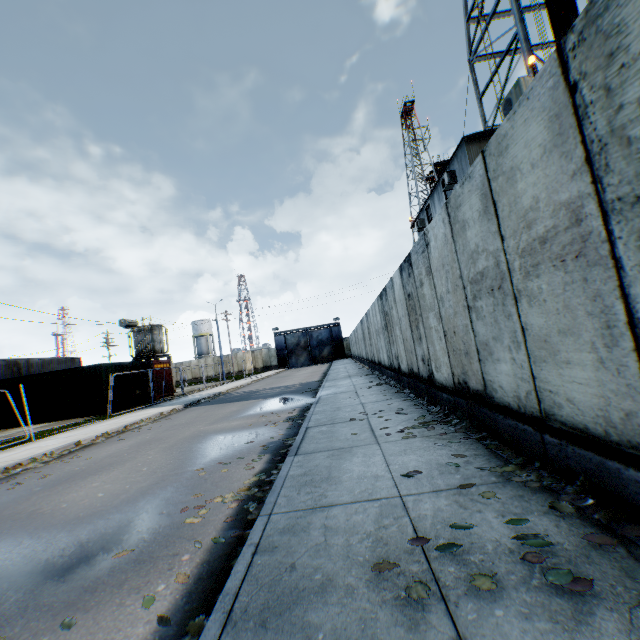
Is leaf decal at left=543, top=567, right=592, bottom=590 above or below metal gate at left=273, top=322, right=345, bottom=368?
below

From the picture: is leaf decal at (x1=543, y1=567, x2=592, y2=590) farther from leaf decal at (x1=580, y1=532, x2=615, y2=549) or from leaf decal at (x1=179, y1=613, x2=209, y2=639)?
leaf decal at (x1=179, y1=613, x2=209, y2=639)

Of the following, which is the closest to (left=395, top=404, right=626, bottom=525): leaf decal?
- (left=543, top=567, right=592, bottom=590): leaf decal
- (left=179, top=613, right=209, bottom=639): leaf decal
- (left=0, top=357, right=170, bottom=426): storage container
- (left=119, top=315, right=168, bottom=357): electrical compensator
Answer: (left=543, top=567, right=592, bottom=590): leaf decal

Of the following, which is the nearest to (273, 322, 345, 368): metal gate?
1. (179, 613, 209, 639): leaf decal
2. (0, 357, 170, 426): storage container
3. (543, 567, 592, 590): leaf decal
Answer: (0, 357, 170, 426): storage container

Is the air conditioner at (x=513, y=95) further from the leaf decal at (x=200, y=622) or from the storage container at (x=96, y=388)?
the storage container at (x=96, y=388)

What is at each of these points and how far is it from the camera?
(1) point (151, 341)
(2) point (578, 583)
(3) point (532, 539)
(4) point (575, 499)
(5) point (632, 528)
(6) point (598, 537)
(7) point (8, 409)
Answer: (1) electrical compensator, 29.0m
(2) leaf decal, 1.8m
(3) leaf decal, 2.2m
(4) leaf decal, 2.6m
(5) leaf decal, 2.2m
(6) leaf decal, 2.1m
(7) storage container, 19.2m

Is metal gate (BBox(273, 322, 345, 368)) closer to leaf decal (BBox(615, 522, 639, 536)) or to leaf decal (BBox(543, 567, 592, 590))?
leaf decal (BBox(615, 522, 639, 536))

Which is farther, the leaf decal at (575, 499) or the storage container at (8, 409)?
the storage container at (8, 409)
